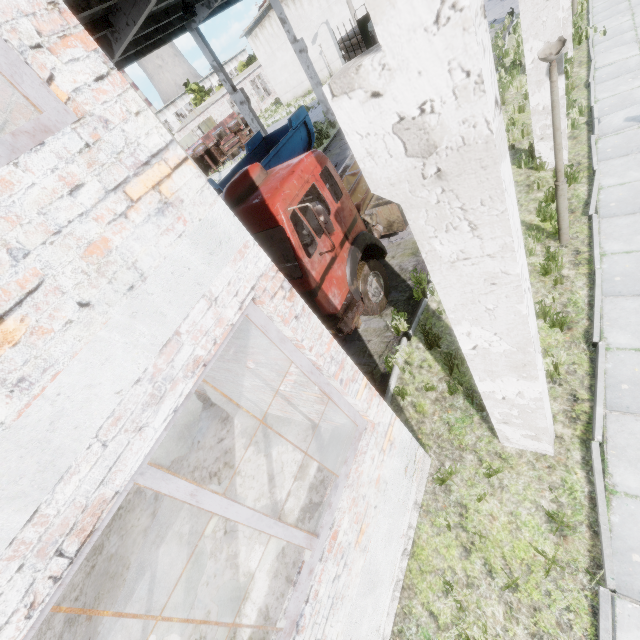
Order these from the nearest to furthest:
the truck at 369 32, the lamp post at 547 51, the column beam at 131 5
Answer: the lamp post at 547 51 → the column beam at 131 5 → the truck at 369 32

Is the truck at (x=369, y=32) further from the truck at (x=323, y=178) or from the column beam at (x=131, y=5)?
the column beam at (x=131, y=5)

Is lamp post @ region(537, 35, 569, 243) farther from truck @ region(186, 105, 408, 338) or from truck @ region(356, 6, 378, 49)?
truck @ region(356, 6, 378, 49)

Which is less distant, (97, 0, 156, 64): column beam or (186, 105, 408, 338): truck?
(186, 105, 408, 338): truck

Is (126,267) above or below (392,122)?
above

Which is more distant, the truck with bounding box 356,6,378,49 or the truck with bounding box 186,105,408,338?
the truck with bounding box 356,6,378,49

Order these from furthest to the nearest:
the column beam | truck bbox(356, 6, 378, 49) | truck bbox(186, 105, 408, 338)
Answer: truck bbox(356, 6, 378, 49) < the column beam < truck bbox(186, 105, 408, 338)

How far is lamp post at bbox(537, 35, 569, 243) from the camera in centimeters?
431cm
